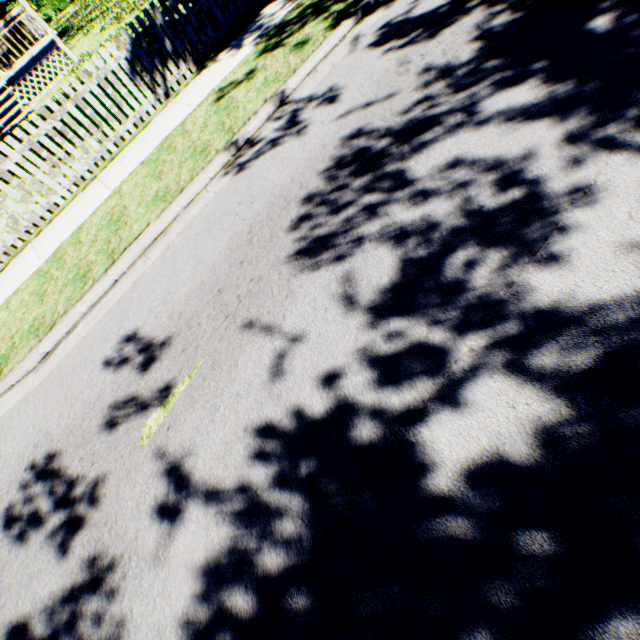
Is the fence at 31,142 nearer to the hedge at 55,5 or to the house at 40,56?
the hedge at 55,5

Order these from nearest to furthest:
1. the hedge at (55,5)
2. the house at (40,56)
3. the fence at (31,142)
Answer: the fence at (31,142), the house at (40,56), the hedge at (55,5)

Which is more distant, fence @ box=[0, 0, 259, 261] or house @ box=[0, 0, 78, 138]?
house @ box=[0, 0, 78, 138]

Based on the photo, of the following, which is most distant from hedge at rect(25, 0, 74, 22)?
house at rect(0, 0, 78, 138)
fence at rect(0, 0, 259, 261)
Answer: house at rect(0, 0, 78, 138)

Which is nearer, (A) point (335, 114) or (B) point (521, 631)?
(B) point (521, 631)

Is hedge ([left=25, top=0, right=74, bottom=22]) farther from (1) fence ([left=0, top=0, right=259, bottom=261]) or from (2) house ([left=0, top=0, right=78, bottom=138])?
(2) house ([left=0, top=0, right=78, bottom=138])

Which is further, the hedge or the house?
the hedge

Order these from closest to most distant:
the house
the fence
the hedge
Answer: the fence < the house < the hedge
